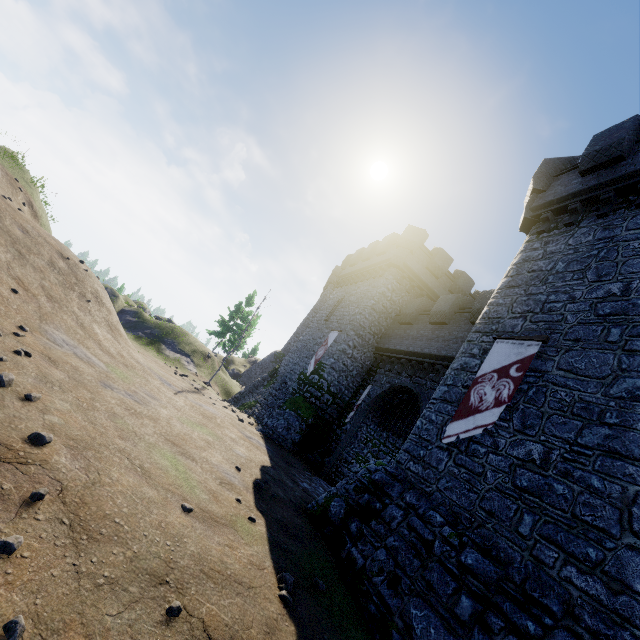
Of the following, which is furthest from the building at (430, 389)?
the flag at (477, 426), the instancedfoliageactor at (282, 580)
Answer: the instancedfoliageactor at (282, 580)

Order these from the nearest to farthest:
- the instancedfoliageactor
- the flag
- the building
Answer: the instancedfoliageactor
the building
the flag

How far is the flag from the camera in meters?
8.9

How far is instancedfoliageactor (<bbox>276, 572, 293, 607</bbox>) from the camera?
5.3 meters

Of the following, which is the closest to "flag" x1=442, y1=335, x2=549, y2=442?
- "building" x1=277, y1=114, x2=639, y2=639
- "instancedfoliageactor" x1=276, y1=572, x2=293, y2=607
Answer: "building" x1=277, y1=114, x2=639, y2=639

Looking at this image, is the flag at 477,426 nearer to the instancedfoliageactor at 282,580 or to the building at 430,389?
the building at 430,389

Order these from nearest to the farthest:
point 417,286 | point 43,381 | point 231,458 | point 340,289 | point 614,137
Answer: point 43,381, point 231,458, point 614,137, point 417,286, point 340,289
